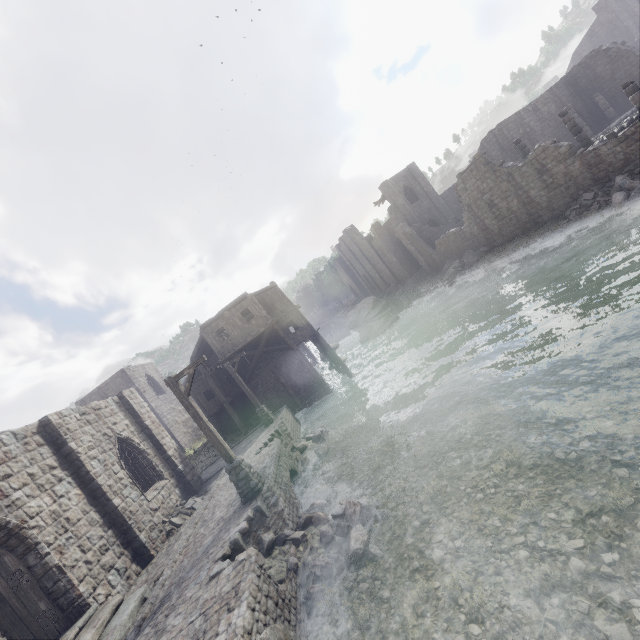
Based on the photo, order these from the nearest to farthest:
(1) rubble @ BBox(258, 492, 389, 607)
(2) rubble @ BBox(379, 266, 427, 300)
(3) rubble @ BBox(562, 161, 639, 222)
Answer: (1) rubble @ BBox(258, 492, 389, 607)
(3) rubble @ BBox(562, 161, 639, 222)
(2) rubble @ BBox(379, 266, 427, 300)

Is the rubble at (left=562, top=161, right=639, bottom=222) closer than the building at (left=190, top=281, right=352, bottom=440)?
Yes

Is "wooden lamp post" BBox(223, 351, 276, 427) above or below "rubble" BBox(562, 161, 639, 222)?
above

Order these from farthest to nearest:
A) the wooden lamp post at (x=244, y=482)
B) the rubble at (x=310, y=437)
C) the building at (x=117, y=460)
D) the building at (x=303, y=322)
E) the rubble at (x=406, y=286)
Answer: the rubble at (x=406, y=286) < the building at (x=303, y=322) < the rubble at (x=310, y=437) < the wooden lamp post at (x=244, y=482) < the building at (x=117, y=460)

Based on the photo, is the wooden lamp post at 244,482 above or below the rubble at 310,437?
above

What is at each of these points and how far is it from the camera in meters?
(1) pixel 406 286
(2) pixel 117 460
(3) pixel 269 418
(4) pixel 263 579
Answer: (1) rubble, 44.7
(2) building, 13.9
(3) wooden lamp post, 20.2
(4) building base, 6.5

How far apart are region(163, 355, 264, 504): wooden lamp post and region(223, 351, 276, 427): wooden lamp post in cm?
894

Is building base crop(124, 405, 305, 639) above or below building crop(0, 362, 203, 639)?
below
